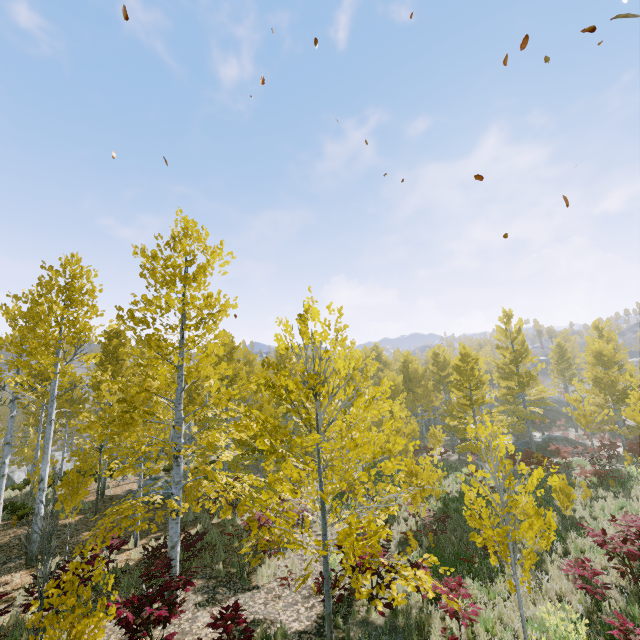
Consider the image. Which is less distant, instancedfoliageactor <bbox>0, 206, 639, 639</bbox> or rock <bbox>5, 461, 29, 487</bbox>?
instancedfoliageactor <bbox>0, 206, 639, 639</bbox>

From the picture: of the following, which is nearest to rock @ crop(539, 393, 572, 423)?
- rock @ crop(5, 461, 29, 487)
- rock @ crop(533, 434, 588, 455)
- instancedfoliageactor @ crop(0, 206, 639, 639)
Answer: instancedfoliageactor @ crop(0, 206, 639, 639)

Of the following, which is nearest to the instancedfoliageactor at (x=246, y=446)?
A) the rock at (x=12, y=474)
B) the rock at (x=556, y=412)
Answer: the rock at (x=12, y=474)

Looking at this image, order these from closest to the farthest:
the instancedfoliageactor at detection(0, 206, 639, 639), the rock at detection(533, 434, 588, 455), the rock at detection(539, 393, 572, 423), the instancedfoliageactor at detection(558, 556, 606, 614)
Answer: the instancedfoliageactor at detection(0, 206, 639, 639) < the instancedfoliageactor at detection(558, 556, 606, 614) < the rock at detection(533, 434, 588, 455) < the rock at detection(539, 393, 572, 423)

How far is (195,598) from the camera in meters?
8.4

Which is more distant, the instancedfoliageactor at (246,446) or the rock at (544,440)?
the rock at (544,440)

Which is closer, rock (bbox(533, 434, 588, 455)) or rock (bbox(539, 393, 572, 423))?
rock (bbox(533, 434, 588, 455))

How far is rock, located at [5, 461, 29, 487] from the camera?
31.33m
